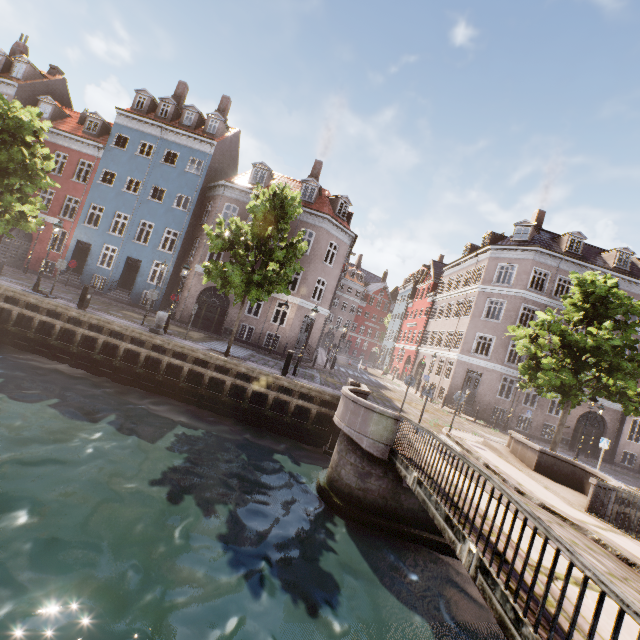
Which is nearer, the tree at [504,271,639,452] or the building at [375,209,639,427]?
the tree at [504,271,639,452]

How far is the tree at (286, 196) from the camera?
14.1m

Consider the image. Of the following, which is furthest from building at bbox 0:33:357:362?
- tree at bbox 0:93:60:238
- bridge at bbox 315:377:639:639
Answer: bridge at bbox 315:377:639:639

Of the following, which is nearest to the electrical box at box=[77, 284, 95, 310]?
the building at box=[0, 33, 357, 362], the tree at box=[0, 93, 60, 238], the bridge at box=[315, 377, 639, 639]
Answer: the tree at box=[0, 93, 60, 238]

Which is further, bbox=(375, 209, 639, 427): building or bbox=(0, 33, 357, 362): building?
bbox=(375, 209, 639, 427): building

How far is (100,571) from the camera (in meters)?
5.35

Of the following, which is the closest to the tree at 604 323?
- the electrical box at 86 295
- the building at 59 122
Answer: the building at 59 122

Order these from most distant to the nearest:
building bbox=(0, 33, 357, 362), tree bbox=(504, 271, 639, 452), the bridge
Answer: building bbox=(0, 33, 357, 362) < tree bbox=(504, 271, 639, 452) < the bridge
